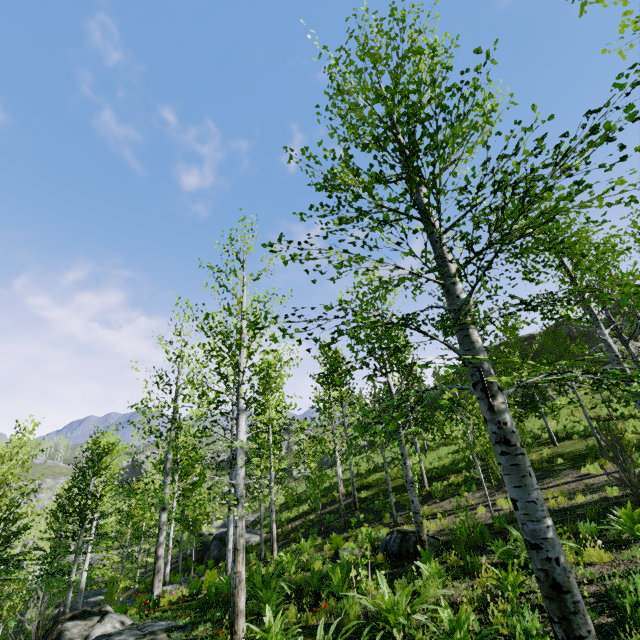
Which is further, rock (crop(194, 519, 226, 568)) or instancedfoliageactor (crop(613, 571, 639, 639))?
rock (crop(194, 519, 226, 568))

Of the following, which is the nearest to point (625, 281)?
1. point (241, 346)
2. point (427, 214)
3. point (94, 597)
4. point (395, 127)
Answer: point (427, 214)

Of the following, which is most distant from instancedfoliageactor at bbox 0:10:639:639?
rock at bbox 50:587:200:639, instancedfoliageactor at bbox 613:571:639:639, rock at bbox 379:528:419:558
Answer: rock at bbox 379:528:419:558

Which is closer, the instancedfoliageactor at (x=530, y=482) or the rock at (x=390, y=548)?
the instancedfoliageactor at (x=530, y=482)

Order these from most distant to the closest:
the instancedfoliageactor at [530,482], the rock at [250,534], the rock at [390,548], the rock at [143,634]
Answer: the rock at [250,534] < the rock at [390,548] < the rock at [143,634] < the instancedfoliageactor at [530,482]

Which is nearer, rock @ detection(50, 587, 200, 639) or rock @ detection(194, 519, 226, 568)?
rock @ detection(50, 587, 200, 639)

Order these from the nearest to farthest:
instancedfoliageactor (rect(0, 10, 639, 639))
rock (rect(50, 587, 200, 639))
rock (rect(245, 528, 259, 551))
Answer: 1. instancedfoliageactor (rect(0, 10, 639, 639))
2. rock (rect(50, 587, 200, 639))
3. rock (rect(245, 528, 259, 551))

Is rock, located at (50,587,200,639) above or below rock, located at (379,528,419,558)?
below
